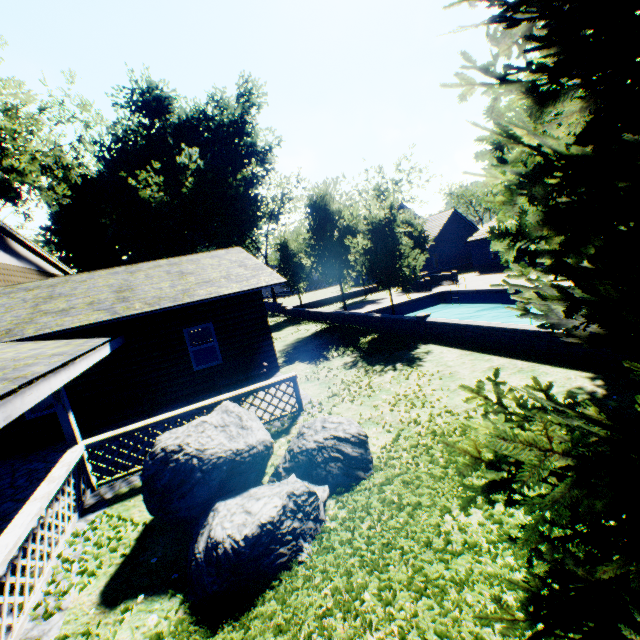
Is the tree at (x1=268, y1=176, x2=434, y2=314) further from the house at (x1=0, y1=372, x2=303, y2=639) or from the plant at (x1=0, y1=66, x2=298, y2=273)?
the house at (x1=0, y1=372, x2=303, y2=639)

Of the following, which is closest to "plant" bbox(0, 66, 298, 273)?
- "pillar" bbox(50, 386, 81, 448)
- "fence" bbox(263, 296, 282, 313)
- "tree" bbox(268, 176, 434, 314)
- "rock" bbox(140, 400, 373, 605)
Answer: "fence" bbox(263, 296, 282, 313)

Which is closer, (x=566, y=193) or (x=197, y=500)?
(x=566, y=193)

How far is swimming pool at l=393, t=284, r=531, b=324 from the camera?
20.83m

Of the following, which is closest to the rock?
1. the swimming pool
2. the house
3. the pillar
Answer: the house

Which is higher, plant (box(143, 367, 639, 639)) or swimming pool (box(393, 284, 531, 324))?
plant (box(143, 367, 639, 639))

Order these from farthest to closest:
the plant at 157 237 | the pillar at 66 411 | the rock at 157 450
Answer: the plant at 157 237, the pillar at 66 411, the rock at 157 450

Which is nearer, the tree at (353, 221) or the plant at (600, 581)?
the plant at (600, 581)
